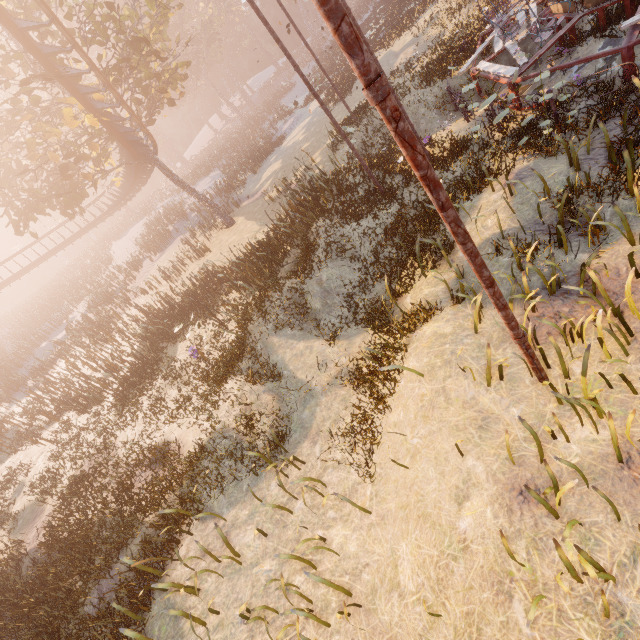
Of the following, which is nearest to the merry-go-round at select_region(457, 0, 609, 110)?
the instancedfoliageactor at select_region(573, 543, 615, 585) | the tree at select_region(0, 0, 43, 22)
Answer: the instancedfoliageactor at select_region(573, 543, 615, 585)

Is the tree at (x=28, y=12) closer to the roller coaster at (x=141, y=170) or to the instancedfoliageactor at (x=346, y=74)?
the roller coaster at (x=141, y=170)

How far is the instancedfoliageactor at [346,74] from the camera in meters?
25.3 m

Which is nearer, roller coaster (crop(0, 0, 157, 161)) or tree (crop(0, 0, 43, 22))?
roller coaster (crop(0, 0, 157, 161))

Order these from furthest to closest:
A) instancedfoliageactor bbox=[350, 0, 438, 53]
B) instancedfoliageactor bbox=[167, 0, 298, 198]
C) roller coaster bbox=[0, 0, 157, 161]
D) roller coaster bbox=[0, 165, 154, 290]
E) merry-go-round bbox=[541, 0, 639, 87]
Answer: instancedfoliageactor bbox=[167, 0, 298, 198] → roller coaster bbox=[0, 165, 154, 290] → instancedfoliageactor bbox=[350, 0, 438, 53] → roller coaster bbox=[0, 0, 157, 161] → merry-go-round bbox=[541, 0, 639, 87]

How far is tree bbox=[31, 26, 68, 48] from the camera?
12.4m

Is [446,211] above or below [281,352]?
above

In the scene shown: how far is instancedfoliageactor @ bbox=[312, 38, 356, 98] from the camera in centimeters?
2535cm
